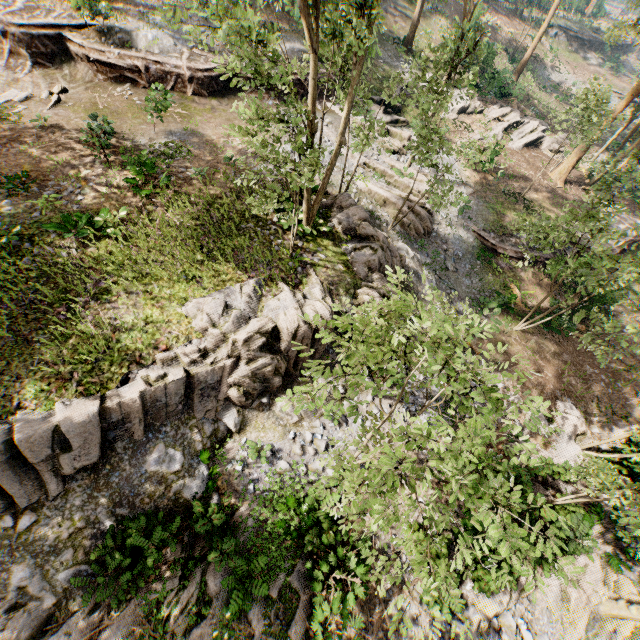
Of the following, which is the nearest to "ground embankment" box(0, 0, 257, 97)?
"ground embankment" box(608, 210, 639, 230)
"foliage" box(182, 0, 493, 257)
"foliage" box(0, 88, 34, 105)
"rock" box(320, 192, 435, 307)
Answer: "foliage" box(182, 0, 493, 257)

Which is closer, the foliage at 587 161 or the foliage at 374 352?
the foliage at 374 352

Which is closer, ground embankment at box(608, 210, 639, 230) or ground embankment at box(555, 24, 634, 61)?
ground embankment at box(608, 210, 639, 230)

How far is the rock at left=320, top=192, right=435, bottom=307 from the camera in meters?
14.0

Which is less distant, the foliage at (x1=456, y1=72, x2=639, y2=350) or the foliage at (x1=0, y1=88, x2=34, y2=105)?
the foliage at (x1=456, y1=72, x2=639, y2=350)

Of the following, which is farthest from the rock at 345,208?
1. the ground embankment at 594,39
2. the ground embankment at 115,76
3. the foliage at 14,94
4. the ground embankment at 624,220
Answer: the ground embankment at 594,39

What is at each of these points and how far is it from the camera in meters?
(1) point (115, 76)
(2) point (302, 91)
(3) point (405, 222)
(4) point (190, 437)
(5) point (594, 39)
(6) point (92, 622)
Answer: (1) ground embankment, 18.3
(2) ground embankment, 21.7
(3) foliage, 19.1
(4) rock, 11.1
(5) ground embankment, 47.2
(6) foliage, 8.6

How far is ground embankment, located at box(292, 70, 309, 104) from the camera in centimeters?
2108cm
